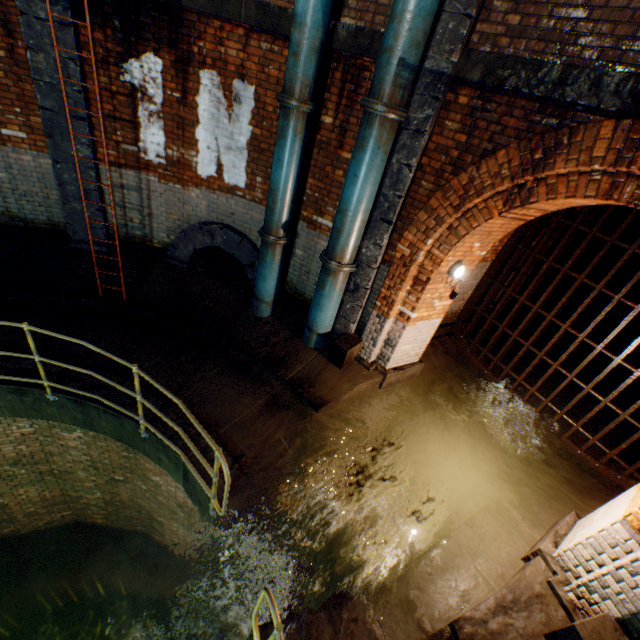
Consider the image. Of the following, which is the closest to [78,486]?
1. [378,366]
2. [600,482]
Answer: [378,366]

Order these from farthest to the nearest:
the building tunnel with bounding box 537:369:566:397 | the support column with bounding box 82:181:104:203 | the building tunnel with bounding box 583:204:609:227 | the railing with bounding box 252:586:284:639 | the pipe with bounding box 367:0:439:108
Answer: the building tunnel with bounding box 537:369:566:397, the building tunnel with bounding box 583:204:609:227, the support column with bounding box 82:181:104:203, the pipe with bounding box 367:0:439:108, the railing with bounding box 252:586:284:639

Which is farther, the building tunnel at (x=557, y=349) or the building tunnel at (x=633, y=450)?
the building tunnel at (x=557, y=349)

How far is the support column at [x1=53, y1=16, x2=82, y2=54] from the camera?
4.6m

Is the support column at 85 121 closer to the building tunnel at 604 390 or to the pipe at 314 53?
the pipe at 314 53

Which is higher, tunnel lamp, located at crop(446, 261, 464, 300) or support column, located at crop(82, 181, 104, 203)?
tunnel lamp, located at crop(446, 261, 464, 300)

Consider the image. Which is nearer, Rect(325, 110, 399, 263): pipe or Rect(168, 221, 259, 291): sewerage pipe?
Rect(325, 110, 399, 263): pipe

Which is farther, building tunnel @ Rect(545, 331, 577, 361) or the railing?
building tunnel @ Rect(545, 331, 577, 361)
